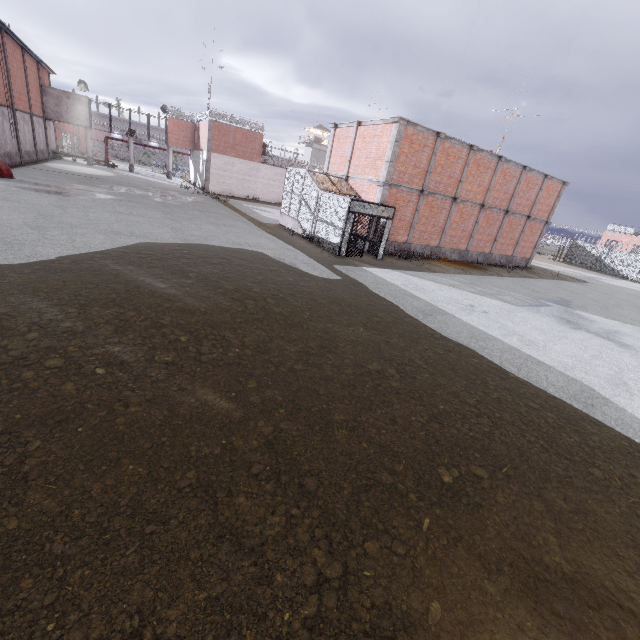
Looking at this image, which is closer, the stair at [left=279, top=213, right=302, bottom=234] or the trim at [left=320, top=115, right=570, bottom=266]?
the trim at [left=320, top=115, right=570, bottom=266]

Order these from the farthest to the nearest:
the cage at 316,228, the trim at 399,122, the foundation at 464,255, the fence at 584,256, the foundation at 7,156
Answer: the fence at 584,256
the foundation at 7,156
the foundation at 464,255
the trim at 399,122
the cage at 316,228

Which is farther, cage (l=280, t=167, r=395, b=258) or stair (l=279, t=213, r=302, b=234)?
stair (l=279, t=213, r=302, b=234)

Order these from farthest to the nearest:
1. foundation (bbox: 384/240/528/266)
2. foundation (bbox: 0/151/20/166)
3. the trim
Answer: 1. foundation (bbox: 0/151/20/166)
2. foundation (bbox: 384/240/528/266)
3. the trim

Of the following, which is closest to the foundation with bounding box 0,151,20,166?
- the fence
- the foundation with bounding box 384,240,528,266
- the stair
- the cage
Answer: the cage

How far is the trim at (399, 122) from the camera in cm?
1738

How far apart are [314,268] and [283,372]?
7.70m

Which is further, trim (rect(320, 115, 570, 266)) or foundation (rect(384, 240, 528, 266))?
foundation (rect(384, 240, 528, 266))
